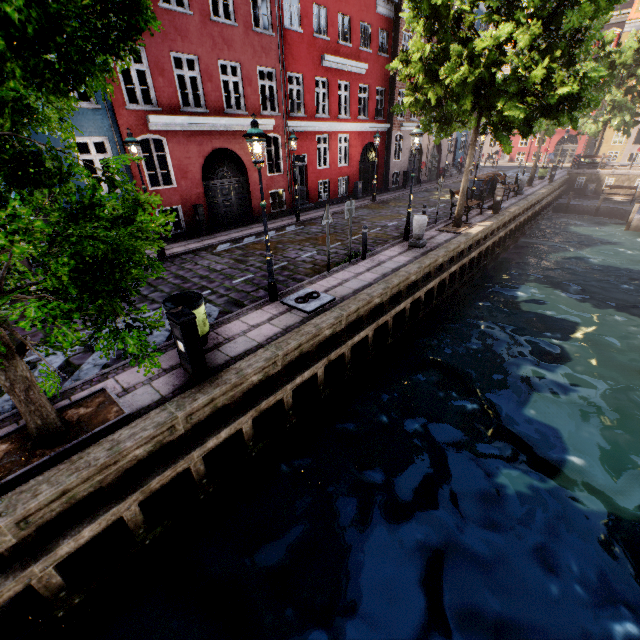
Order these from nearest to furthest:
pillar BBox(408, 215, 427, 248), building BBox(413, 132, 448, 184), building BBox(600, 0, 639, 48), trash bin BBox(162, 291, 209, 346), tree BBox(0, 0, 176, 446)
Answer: tree BBox(0, 0, 176, 446) → trash bin BBox(162, 291, 209, 346) → pillar BBox(408, 215, 427, 248) → building BBox(413, 132, 448, 184) → building BBox(600, 0, 639, 48)

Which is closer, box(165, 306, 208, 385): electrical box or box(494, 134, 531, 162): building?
box(165, 306, 208, 385): electrical box

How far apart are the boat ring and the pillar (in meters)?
5.23

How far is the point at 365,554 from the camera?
5.23m

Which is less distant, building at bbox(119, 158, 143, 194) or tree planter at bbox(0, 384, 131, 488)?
tree planter at bbox(0, 384, 131, 488)

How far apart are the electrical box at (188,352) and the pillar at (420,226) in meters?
9.0

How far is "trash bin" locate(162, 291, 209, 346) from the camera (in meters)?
5.83

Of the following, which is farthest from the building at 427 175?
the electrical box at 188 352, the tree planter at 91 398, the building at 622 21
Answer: the building at 622 21
